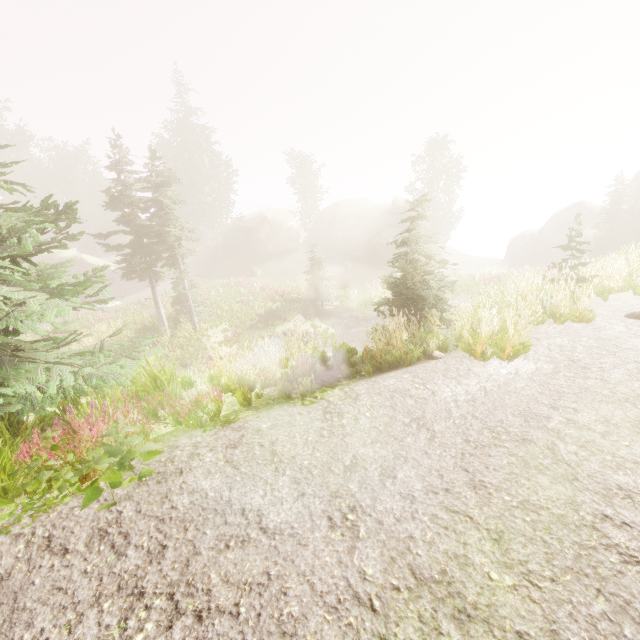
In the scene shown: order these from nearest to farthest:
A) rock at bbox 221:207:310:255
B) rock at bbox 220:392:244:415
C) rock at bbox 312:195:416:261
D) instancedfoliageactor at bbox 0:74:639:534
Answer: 1. instancedfoliageactor at bbox 0:74:639:534
2. rock at bbox 220:392:244:415
3. rock at bbox 312:195:416:261
4. rock at bbox 221:207:310:255

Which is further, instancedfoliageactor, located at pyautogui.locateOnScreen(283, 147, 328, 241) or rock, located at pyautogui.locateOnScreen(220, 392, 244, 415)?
instancedfoliageactor, located at pyautogui.locateOnScreen(283, 147, 328, 241)

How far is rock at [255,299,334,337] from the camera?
21.4m

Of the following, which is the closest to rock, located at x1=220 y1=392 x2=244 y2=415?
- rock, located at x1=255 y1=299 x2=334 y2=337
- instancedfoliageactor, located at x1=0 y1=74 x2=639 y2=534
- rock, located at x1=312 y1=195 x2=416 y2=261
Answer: instancedfoliageactor, located at x1=0 y1=74 x2=639 y2=534

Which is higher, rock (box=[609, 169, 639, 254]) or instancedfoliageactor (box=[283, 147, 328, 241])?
instancedfoliageactor (box=[283, 147, 328, 241])

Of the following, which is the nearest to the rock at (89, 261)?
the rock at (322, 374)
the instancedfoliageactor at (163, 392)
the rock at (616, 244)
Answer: the instancedfoliageactor at (163, 392)

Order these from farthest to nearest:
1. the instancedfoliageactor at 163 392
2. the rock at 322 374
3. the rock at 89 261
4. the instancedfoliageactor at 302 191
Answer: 1. the instancedfoliageactor at 302 191
2. the rock at 89 261
3. the rock at 322 374
4. the instancedfoliageactor at 163 392

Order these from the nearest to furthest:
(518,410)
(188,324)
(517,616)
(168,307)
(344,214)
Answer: (517,616) → (518,410) → (188,324) → (168,307) → (344,214)
